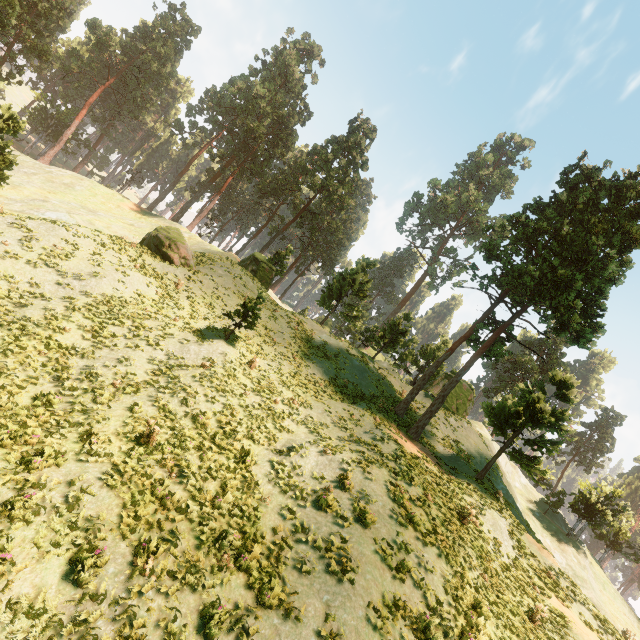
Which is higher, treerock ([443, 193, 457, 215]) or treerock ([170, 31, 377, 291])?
treerock ([443, 193, 457, 215])

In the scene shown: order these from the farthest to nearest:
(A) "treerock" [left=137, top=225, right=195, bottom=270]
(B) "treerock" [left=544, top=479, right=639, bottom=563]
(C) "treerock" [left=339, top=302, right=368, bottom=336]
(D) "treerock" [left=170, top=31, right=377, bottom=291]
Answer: (D) "treerock" [left=170, top=31, right=377, bottom=291], (C) "treerock" [left=339, top=302, right=368, bottom=336], (B) "treerock" [left=544, top=479, right=639, bottom=563], (A) "treerock" [left=137, top=225, right=195, bottom=270]

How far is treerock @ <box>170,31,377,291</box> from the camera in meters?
48.5 m

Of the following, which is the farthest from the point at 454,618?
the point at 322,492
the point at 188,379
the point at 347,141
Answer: the point at 347,141

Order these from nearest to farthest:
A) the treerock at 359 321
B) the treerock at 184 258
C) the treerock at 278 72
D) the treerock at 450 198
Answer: the treerock at 184 258
the treerock at 359 321
the treerock at 278 72
the treerock at 450 198

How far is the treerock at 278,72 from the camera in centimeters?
4847cm
